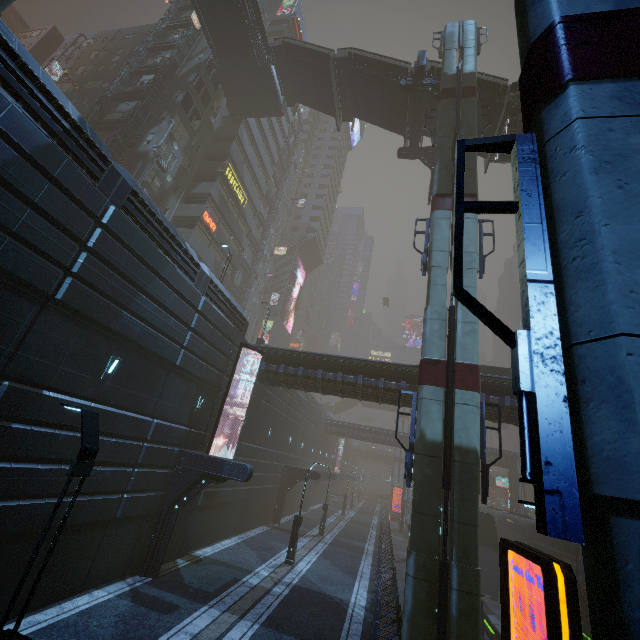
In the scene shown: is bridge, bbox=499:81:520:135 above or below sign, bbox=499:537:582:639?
above

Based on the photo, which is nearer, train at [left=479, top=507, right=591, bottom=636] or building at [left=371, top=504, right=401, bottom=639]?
building at [left=371, top=504, right=401, bottom=639]

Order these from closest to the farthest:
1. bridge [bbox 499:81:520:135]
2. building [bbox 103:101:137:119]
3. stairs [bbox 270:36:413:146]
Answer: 1. bridge [bbox 499:81:520:135]
2. stairs [bbox 270:36:413:146]
3. building [bbox 103:101:137:119]

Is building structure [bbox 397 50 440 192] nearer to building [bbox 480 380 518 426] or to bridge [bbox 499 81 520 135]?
building [bbox 480 380 518 426]

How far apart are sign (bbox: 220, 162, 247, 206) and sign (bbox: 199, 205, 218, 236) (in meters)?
4.34

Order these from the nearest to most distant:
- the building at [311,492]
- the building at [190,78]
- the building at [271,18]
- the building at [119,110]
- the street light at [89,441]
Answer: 1. the street light at [89,441]
2. the building at [190,78]
3. the building at [119,110]
4. the building at [311,492]
5. the building at [271,18]

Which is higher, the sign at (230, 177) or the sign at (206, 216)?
the sign at (230, 177)

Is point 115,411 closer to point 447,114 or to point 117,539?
point 117,539
